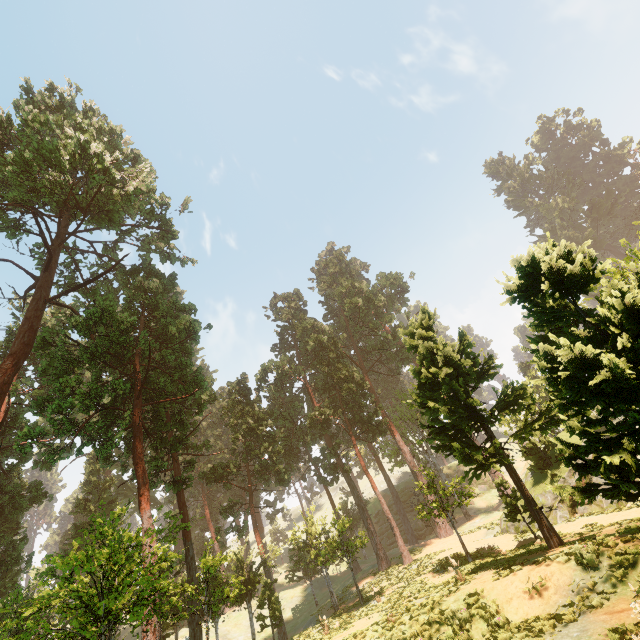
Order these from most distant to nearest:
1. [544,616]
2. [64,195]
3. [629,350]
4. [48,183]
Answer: [64,195] < [48,183] < [544,616] < [629,350]

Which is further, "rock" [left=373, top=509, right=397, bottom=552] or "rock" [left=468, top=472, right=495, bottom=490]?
"rock" [left=468, top=472, right=495, bottom=490]

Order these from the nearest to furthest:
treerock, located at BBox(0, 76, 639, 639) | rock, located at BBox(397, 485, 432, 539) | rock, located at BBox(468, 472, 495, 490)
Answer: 1. treerock, located at BBox(0, 76, 639, 639)
2. rock, located at BBox(397, 485, 432, 539)
3. rock, located at BBox(468, 472, 495, 490)

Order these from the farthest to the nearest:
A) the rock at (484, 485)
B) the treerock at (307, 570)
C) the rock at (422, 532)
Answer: the rock at (484, 485) → the rock at (422, 532) → the treerock at (307, 570)

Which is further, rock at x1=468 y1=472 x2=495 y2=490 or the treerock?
rock at x1=468 y1=472 x2=495 y2=490

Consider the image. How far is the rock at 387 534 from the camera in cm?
4638
